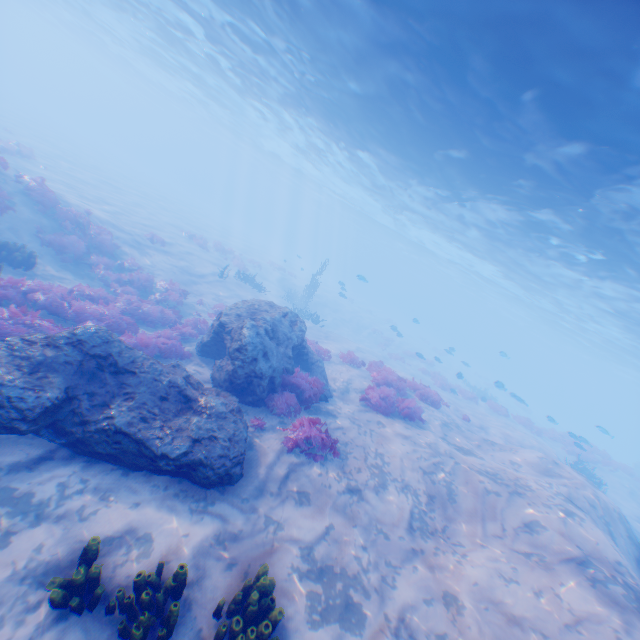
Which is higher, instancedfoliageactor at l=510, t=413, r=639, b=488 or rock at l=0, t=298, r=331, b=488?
instancedfoliageactor at l=510, t=413, r=639, b=488

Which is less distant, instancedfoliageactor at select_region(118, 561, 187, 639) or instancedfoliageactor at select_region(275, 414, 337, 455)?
instancedfoliageactor at select_region(118, 561, 187, 639)

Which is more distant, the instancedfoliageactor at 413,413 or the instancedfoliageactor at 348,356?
the instancedfoliageactor at 348,356

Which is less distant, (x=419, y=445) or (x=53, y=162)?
(x=419, y=445)

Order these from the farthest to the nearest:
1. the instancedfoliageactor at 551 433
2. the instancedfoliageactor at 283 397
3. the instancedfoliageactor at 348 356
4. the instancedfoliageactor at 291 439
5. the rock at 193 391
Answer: the instancedfoliageactor at 551 433 < the instancedfoliageactor at 348 356 < the instancedfoliageactor at 283 397 < the instancedfoliageactor at 291 439 < the rock at 193 391

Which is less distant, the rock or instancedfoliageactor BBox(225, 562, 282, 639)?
instancedfoliageactor BBox(225, 562, 282, 639)

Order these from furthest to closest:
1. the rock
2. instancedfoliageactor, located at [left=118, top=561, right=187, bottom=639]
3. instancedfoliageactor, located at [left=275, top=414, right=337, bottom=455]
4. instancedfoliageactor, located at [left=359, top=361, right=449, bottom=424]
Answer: instancedfoliageactor, located at [left=359, top=361, right=449, bottom=424] → instancedfoliageactor, located at [left=275, top=414, right=337, bottom=455] → the rock → instancedfoliageactor, located at [left=118, top=561, right=187, bottom=639]
